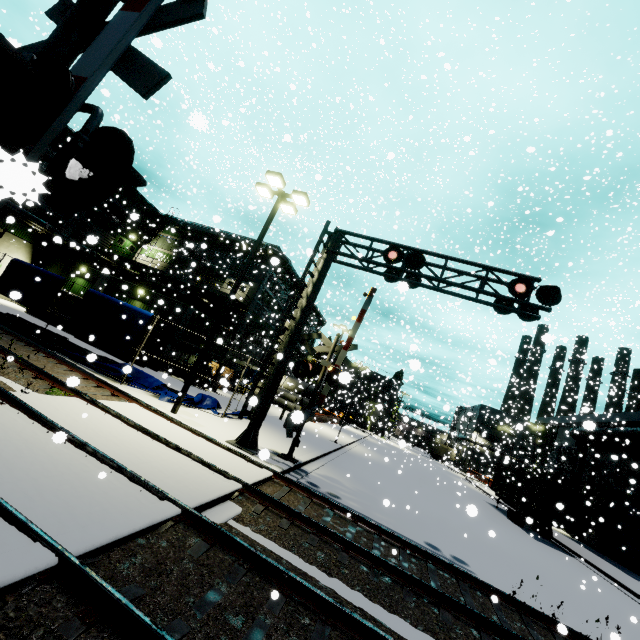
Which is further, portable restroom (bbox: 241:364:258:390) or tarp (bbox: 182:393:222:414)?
portable restroom (bbox: 241:364:258:390)

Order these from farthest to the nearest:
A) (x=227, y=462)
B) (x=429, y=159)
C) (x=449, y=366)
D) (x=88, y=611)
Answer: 1. (x=449, y=366)
2. (x=429, y=159)
3. (x=227, y=462)
4. (x=88, y=611)

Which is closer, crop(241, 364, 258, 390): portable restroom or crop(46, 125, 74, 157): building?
crop(46, 125, 74, 157): building

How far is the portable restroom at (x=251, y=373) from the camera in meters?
31.5

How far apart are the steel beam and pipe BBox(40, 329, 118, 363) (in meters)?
1.52

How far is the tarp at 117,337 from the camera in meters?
13.7 m

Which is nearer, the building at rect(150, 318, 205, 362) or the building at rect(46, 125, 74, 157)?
the building at rect(150, 318, 205, 362)

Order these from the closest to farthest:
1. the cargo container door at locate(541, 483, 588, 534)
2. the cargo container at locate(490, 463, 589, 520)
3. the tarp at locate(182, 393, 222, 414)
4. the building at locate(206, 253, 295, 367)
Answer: the tarp at locate(182, 393, 222, 414), the cargo container door at locate(541, 483, 588, 534), the cargo container at locate(490, 463, 589, 520), the building at locate(206, 253, 295, 367)
